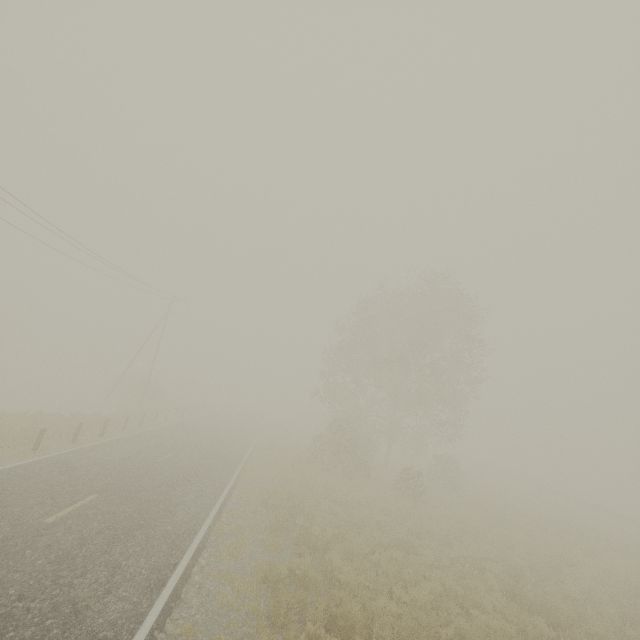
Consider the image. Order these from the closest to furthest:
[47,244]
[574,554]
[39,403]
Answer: [574,554], [47,244], [39,403]
